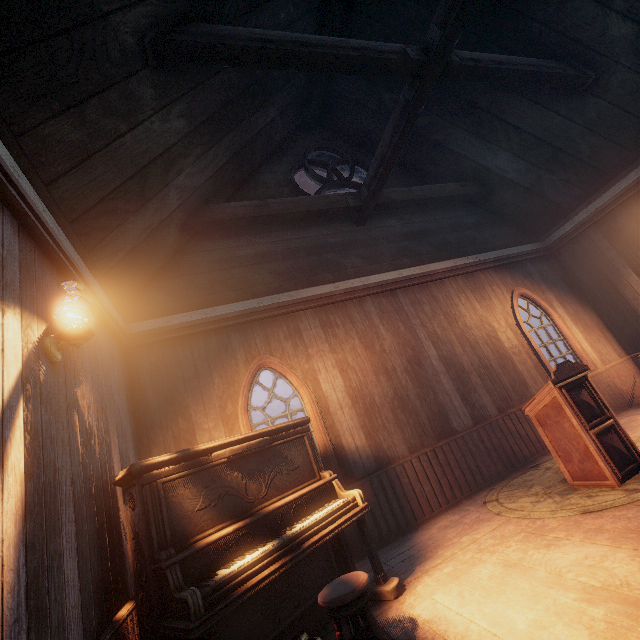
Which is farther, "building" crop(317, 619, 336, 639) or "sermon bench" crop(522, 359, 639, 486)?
"sermon bench" crop(522, 359, 639, 486)

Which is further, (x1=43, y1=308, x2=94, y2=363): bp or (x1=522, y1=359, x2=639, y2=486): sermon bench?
(x1=522, y1=359, x2=639, y2=486): sermon bench

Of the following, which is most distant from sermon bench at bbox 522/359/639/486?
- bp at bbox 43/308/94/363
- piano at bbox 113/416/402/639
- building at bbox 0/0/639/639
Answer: bp at bbox 43/308/94/363

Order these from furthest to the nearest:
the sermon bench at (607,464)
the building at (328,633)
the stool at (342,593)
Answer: the sermon bench at (607,464) → the building at (328,633) → the stool at (342,593)

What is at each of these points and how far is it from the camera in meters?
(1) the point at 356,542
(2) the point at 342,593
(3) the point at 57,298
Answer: (1) building, 4.4 m
(2) stool, 2.2 m
(3) building, 2.8 m

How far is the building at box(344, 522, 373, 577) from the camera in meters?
3.9

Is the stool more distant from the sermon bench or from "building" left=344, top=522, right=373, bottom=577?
the sermon bench

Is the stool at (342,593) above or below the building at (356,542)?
above
